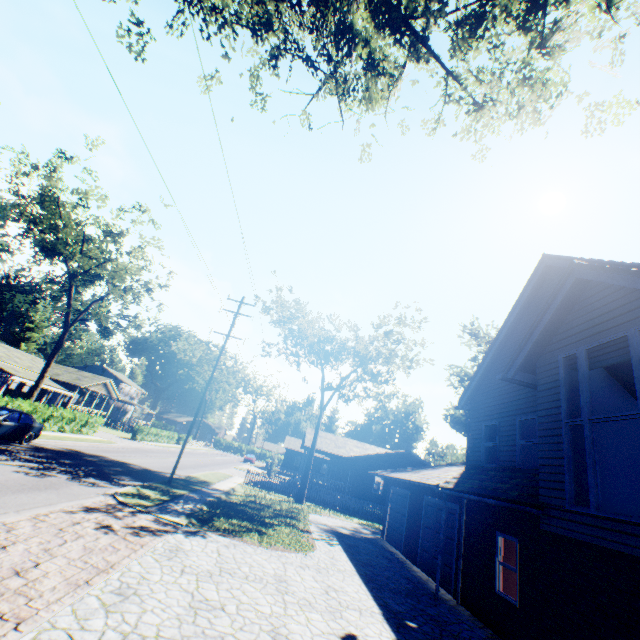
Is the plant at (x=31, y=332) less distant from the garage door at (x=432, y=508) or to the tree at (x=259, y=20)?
the tree at (x=259, y=20)

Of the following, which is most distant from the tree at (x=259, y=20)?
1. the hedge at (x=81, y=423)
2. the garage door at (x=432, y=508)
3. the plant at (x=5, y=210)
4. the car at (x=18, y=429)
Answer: Answer: the garage door at (x=432, y=508)

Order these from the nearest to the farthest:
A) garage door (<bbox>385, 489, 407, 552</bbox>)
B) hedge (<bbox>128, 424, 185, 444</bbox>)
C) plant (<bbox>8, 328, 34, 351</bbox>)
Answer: garage door (<bbox>385, 489, 407, 552</bbox>)
hedge (<bbox>128, 424, 185, 444</bbox>)
plant (<bbox>8, 328, 34, 351</bbox>)

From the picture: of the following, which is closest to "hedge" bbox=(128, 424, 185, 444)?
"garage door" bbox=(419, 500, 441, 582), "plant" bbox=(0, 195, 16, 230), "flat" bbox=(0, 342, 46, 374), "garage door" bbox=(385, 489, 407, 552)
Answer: "flat" bbox=(0, 342, 46, 374)

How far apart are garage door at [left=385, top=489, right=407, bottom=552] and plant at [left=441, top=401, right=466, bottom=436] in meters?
28.8 m

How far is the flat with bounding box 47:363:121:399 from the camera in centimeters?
4259cm

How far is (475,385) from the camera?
13.3m

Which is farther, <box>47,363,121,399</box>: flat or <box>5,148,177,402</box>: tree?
<box>47,363,121,399</box>: flat
